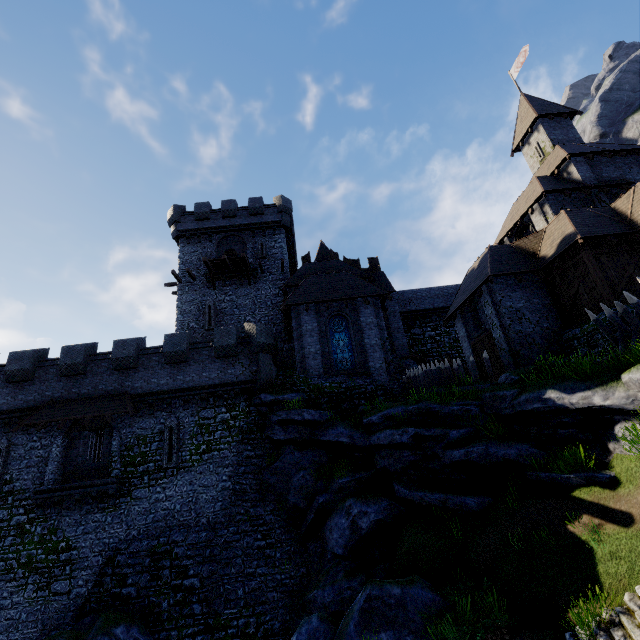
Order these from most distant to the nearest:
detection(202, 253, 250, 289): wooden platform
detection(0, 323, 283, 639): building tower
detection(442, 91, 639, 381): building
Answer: detection(202, 253, 250, 289): wooden platform
detection(442, 91, 639, 381): building
detection(0, 323, 283, 639): building tower

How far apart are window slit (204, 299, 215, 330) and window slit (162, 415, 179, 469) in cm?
887

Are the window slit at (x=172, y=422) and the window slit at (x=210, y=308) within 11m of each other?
yes

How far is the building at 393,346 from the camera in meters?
20.3 m

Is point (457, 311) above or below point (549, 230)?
below

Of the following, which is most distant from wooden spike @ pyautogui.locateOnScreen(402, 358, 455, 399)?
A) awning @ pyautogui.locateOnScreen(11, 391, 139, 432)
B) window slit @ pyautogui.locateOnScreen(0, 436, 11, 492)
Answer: window slit @ pyautogui.locateOnScreen(0, 436, 11, 492)

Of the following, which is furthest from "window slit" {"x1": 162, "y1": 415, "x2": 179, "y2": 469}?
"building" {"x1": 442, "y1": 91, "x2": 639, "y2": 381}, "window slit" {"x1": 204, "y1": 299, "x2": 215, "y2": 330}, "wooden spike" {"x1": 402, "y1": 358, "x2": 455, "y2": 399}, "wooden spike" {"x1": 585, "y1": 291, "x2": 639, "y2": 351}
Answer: "building" {"x1": 442, "y1": 91, "x2": 639, "y2": 381}

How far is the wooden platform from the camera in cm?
2611
